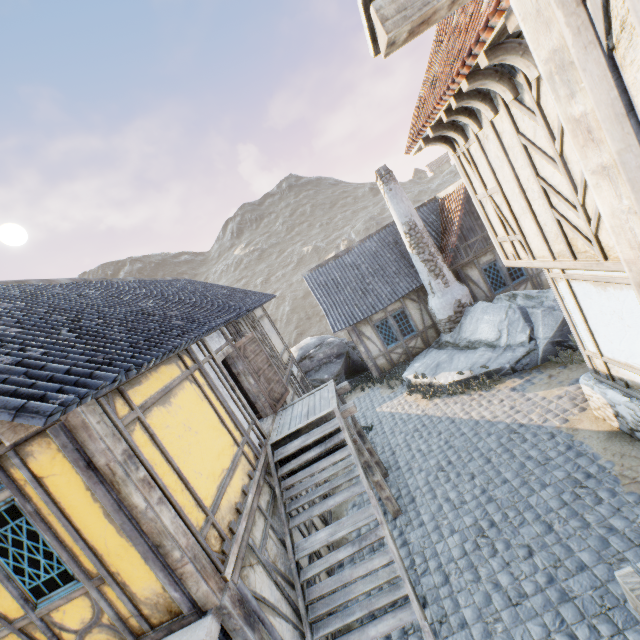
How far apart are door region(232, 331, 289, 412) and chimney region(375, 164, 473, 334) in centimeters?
724cm

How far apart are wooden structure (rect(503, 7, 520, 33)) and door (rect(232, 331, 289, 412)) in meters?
7.5 m

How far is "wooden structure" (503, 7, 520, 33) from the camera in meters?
2.9

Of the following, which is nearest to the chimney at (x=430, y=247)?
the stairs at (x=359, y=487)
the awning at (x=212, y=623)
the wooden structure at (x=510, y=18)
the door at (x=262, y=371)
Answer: the door at (x=262, y=371)

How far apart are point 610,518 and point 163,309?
9.09m

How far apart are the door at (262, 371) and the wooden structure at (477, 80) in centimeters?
675cm

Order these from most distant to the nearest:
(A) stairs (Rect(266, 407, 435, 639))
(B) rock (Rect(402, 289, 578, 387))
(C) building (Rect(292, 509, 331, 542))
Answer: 1. (B) rock (Rect(402, 289, 578, 387))
2. (C) building (Rect(292, 509, 331, 542))
3. (A) stairs (Rect(266, 407, 435, 639))

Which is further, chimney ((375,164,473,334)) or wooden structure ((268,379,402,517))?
chimney ((375,164,473,334))
